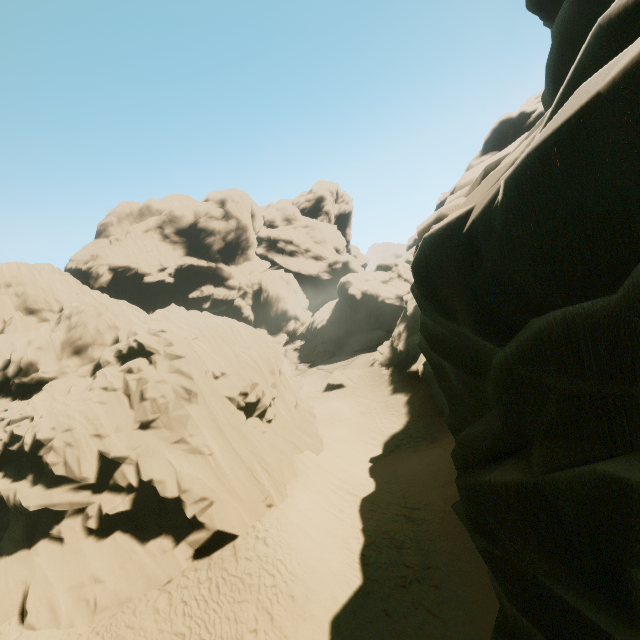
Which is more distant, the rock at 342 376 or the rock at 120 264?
the rock at 342 376

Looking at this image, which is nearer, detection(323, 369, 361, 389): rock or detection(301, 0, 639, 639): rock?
detection(301, 0, 639, 639): rock

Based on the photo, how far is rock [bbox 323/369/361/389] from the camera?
34.94m

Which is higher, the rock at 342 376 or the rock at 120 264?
the rock at 120 264

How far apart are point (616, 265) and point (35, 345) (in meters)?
30.61

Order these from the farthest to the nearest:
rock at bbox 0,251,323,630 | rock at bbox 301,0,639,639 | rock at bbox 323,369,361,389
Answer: rock at bbox 323,369,361,389 → rock at bbox 0,251,323,630 → rock at bbox 301,0,639,639
